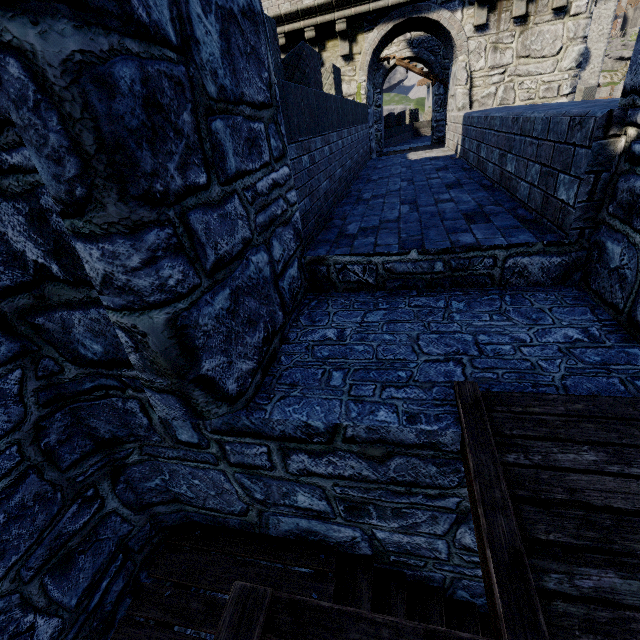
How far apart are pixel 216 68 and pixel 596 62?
59.51m

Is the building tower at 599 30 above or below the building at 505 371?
above

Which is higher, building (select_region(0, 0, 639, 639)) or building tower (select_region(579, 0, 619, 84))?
building tower (select_region(579, 0, 619, 84))

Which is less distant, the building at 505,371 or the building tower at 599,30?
the building at 505,371

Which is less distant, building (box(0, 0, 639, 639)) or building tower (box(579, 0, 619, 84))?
building (box(0, 0, 639, 639))
